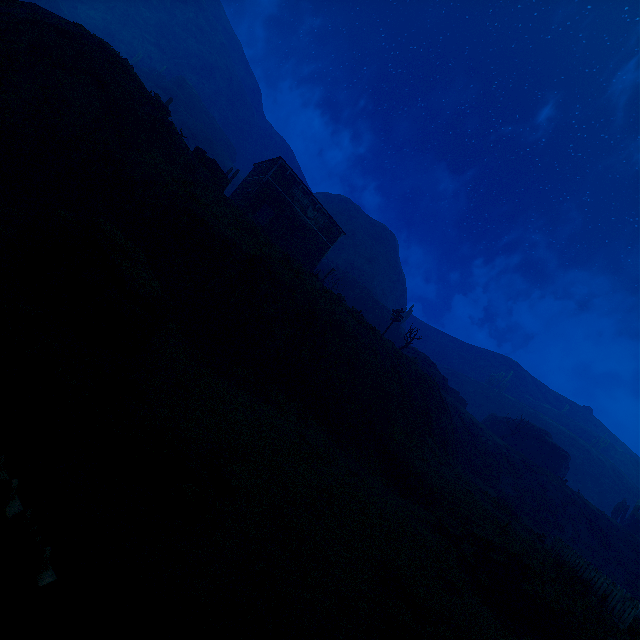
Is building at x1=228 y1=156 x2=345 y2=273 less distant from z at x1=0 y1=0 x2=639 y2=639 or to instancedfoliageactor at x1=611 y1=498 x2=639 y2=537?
z at x1=0 y1=0 x2=639 y2=639

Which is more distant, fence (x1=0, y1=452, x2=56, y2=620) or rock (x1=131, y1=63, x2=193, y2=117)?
rock (x1=131, y1=63, x2=193, y2=117)

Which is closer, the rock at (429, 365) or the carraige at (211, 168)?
the carraige at (211, 168)

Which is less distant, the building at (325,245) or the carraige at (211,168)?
the carraige at (211,168)

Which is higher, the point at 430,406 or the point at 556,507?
the point at 556,507

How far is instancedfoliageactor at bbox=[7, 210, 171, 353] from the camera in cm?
710

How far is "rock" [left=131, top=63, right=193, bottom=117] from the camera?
56.22m

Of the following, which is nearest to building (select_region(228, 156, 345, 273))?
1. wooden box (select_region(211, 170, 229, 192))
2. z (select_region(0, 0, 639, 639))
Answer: z (select_region(0, 0, 639, 639))
